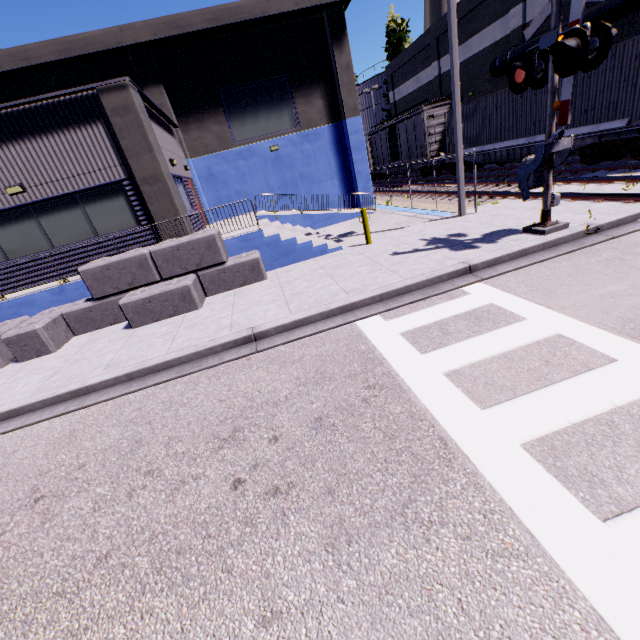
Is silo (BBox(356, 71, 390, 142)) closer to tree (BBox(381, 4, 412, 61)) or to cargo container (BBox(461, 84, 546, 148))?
tree (BBox(381, 4, 412, 61))

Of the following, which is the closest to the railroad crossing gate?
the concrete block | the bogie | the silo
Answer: the concrete block

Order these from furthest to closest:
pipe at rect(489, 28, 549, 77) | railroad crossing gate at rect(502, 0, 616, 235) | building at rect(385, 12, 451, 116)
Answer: building at rect(385, 12, 451, 116) < pipe at rect(489, 28, 549, 77) < railroad crossing gate at rect(502, 0, 616, 235)

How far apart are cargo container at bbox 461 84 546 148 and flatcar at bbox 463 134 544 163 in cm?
1

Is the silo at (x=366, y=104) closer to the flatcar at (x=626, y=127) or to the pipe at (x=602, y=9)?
the pipe at (x=602, y=9)

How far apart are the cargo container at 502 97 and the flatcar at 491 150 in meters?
0.0 m

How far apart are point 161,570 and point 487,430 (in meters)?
3.51

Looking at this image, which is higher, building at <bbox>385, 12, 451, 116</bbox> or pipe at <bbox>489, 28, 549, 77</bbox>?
building at <bbox>385, 12, 451, 116</bbox>
